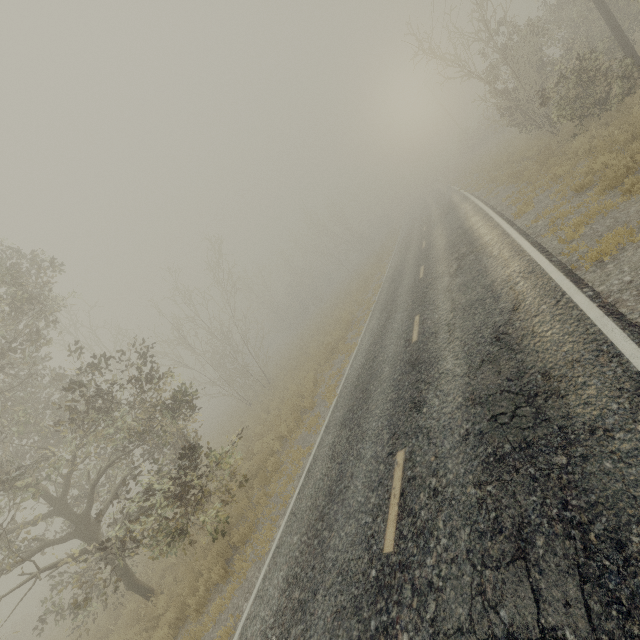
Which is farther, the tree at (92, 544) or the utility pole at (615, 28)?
the utility pole at (615, 28)

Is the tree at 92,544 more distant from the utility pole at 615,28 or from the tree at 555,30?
the utility pole at 615,28

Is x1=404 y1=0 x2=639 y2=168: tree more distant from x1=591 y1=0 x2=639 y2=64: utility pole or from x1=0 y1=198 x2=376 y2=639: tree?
x1=0 y1=198 x2=376 y2=639: tree

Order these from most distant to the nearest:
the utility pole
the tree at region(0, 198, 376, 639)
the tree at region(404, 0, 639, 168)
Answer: the utility pole < the tree at region(404, 0, 639, 168) < the tree at region(0, 198, 376, 639)

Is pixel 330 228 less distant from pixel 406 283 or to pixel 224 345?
pixel 224 345

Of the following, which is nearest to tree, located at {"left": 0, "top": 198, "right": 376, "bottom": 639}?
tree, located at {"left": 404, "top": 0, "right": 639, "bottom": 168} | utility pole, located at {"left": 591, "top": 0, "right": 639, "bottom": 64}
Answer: tree, located at {"left": 404, "top": 0, "right": 639, "bottom": 168}
